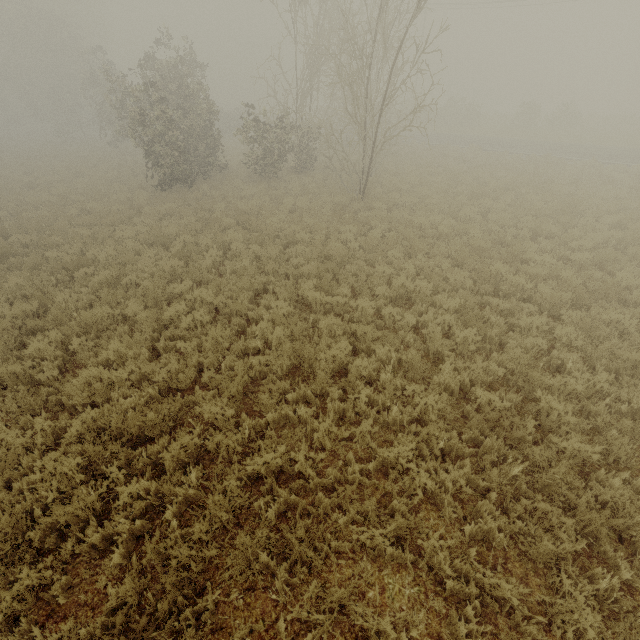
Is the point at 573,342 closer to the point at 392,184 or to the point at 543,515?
the point at 543,515
